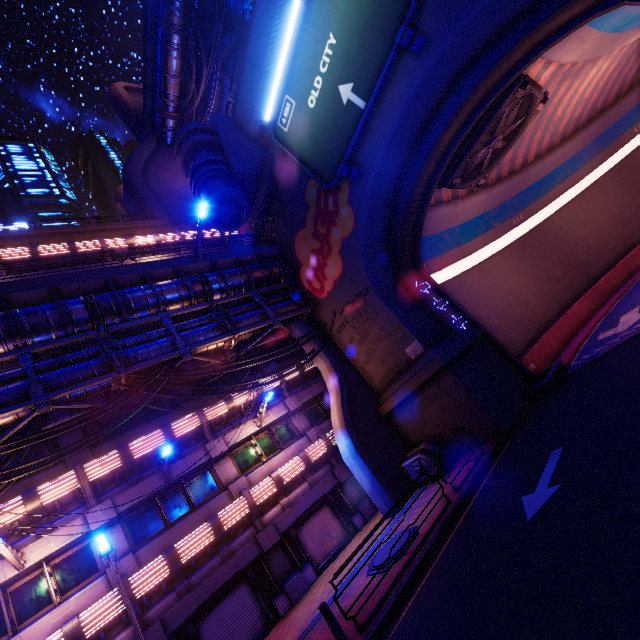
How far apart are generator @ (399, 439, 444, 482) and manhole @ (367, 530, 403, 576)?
3.09m

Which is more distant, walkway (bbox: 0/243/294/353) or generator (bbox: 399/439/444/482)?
generator (bbox: 399/439/444/482)

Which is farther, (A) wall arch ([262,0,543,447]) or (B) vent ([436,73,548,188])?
(B) vent ([436,73,548,188])

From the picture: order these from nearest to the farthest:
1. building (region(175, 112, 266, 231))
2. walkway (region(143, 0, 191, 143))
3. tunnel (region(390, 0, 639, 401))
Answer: tunnel (region(390, 0, 639, 401)) → building (region(175, 112, 266, 231)) → walkway (region(143, 0, 191, 143))

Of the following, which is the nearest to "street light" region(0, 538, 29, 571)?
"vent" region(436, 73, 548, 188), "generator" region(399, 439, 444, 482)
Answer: "generator" region(399, 439, 444, 482)

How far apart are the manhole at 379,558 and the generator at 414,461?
3.1 meters

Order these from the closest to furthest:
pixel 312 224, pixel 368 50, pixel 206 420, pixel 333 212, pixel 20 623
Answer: pixel 20 623 → pixel 368 50 → pixel 206 420 → pixel 333 212 → pixel 312 224

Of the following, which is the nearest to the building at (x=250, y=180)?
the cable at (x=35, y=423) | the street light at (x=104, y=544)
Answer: the cable at (x=35, y=423)
